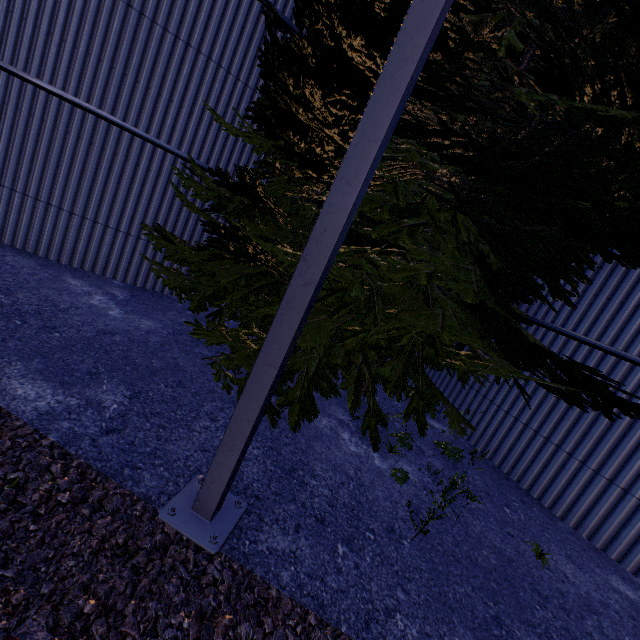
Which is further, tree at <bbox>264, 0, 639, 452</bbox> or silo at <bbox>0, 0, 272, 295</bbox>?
silo at <bbox>0, 0, 272, 295</bbox>

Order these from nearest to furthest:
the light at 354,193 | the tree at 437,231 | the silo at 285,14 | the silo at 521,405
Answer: the light at 354,193 < the tree at 437,231 < the silo at 521,405 < the silo at 285,14

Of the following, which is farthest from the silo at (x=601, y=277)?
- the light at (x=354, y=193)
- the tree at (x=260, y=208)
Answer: the light at (x=354, y=193)

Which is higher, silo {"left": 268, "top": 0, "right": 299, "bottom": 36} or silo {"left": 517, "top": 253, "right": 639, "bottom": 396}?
silo {"left": 268, "top": 0, "right": 299, "bottom": 36}

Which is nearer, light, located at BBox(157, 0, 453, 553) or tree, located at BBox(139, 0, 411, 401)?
light, located at BBox(157, 0, 453, 553)

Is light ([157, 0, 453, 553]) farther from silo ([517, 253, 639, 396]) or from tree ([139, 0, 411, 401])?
silo ([517, 253, 639, 396])

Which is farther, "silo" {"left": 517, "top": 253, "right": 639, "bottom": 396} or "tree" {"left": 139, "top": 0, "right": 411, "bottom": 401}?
"silo" {"left": 517, "top": 253, "right": 639, "bottom": 396}

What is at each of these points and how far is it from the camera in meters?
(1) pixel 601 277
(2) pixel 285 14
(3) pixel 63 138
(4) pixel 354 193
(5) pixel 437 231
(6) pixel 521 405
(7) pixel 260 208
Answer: (1) silo, 5.6 m
(2) silo, 6.1 m
(3) silo, 5.6 m
(4) light, 2.0 m
(5) tree, 4.4 m
(6) silo, 6.1 m
(7) tree, 5.2 m
